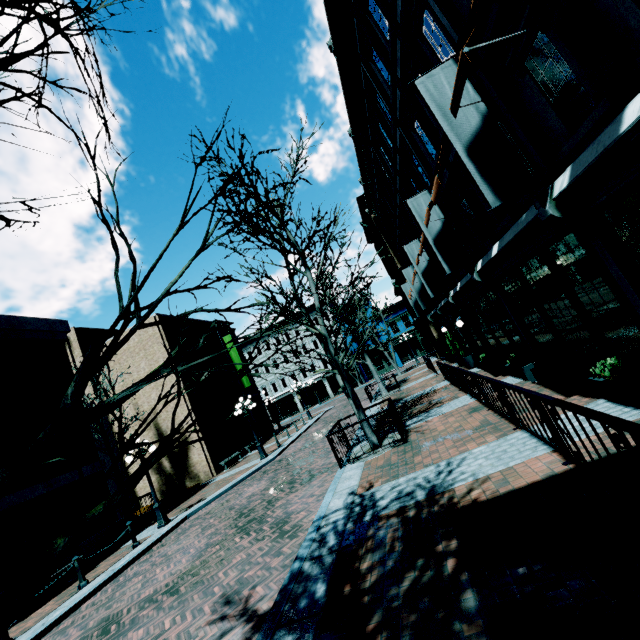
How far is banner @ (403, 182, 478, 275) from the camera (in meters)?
10.28

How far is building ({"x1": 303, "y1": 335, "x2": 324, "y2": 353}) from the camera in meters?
46.5 m

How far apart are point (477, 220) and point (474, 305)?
5.6m

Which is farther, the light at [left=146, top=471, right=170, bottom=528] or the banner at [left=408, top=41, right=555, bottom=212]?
the light at [left=146, top=471, right=170, bottom=528]

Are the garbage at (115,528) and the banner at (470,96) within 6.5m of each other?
no

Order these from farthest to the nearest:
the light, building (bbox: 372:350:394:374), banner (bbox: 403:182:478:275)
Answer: building (bbox: 372:350:394:374), the light, banner (bbox: 403:182:478:275)

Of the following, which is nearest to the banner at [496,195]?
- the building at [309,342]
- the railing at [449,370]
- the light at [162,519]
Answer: the railing at [449,370]

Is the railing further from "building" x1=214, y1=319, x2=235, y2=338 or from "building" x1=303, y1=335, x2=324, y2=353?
"building" x1=303, y1=335, x2=324, y2=353
